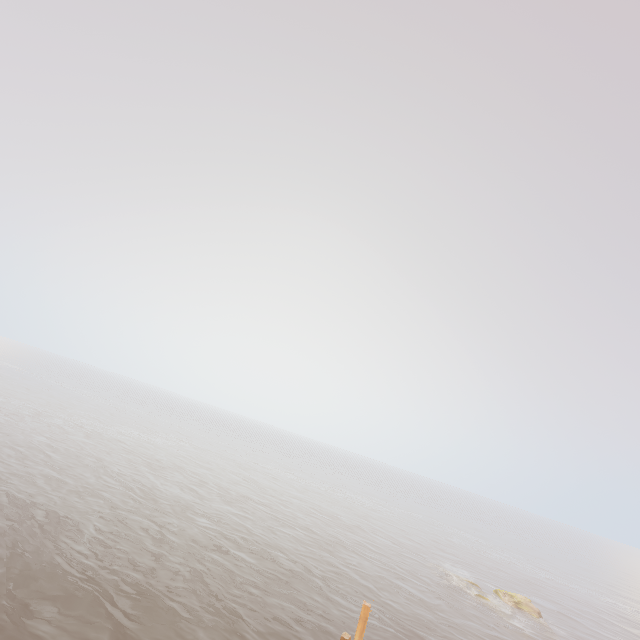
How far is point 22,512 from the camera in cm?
2327
